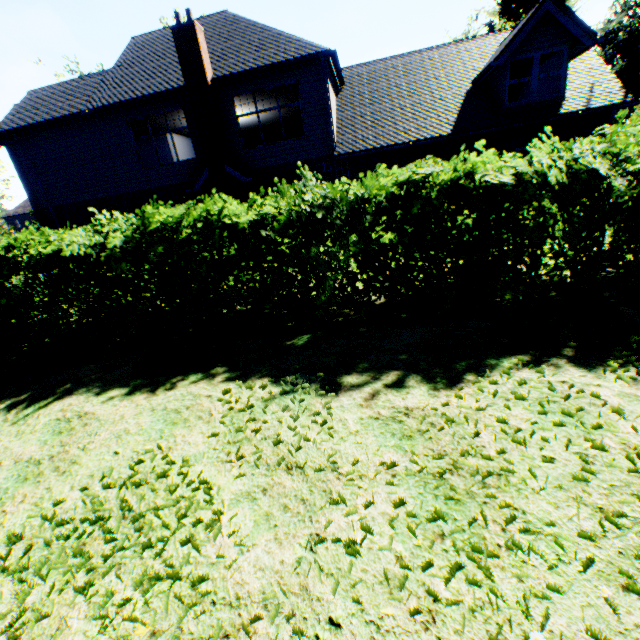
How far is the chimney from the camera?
12.2m

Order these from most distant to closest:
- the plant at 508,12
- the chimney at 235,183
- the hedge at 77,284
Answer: the plant at 508,12, the chimney at 235,183, the hedge at 77,284

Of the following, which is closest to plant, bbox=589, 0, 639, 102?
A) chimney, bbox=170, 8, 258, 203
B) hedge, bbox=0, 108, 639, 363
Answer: hedge, bbox=0, 108, 639, 363

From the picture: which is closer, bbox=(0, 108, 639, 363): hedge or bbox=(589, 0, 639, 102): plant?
bbox=(0, 108, 639, 363): hedge

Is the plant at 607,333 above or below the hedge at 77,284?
below

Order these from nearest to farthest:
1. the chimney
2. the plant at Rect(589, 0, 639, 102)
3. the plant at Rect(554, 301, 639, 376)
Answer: the plant at Rect(554, 301, 639, 376)
the chimney
the plant at Rect(589, 0, 639, 102)

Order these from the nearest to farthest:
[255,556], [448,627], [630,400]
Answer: [448,627] < [255,556] < [630,400]
